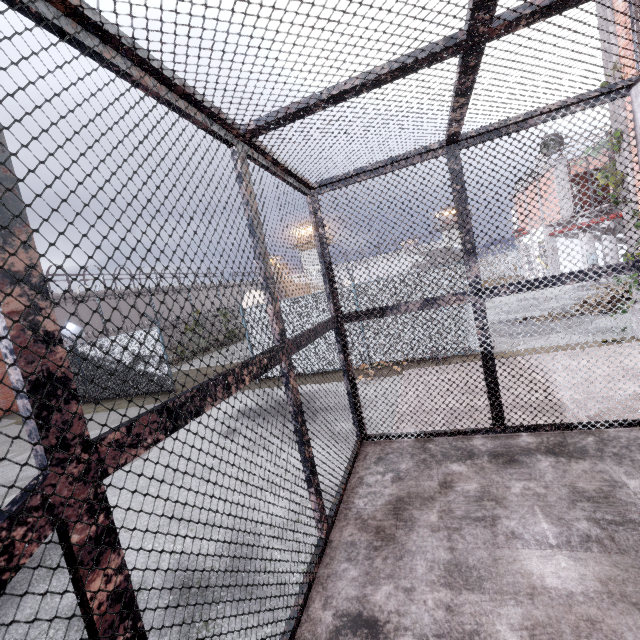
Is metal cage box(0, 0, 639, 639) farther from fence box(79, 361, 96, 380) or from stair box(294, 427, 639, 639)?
fence box(79, 361, 96, 380)

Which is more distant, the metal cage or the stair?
the stair

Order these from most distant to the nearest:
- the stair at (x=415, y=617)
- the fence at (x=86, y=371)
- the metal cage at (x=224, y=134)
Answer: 1. the fence at (x=86, y=371)
2. the stair at (x=415, y=617)
3. the metal cage at (x=224, y=134)

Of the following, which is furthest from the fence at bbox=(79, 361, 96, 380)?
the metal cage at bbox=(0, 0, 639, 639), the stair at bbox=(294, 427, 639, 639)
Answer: the stair at bbox=(294, 427, 639, 639)

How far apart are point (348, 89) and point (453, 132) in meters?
1.4 m

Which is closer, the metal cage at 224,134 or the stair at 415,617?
the metal cage at 224,134

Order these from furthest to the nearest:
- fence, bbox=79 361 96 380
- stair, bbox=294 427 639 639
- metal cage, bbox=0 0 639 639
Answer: fence, bbox=79 361 96 380 → stair, bbox=294 427 639 639 → metal cage, bbox=0 0 639 639
